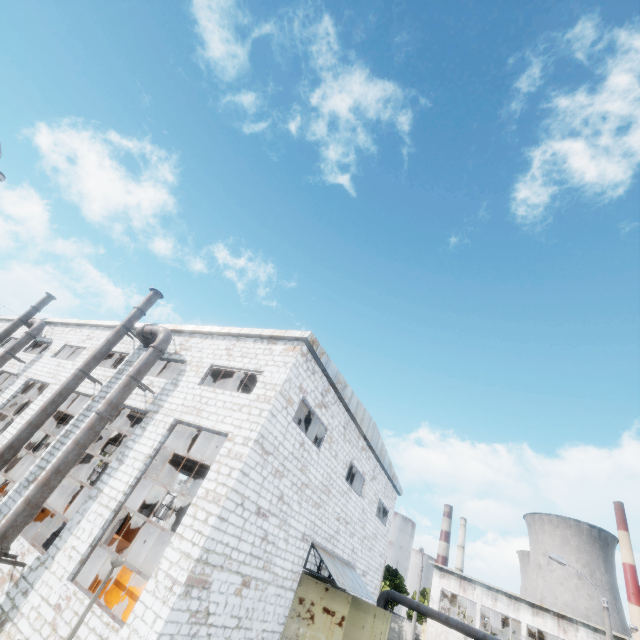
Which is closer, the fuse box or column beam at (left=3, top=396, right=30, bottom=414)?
column beam at (left=3, top=396, right=30, bottom=414)

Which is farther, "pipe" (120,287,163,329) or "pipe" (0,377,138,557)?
"pipe" (120,287,163,329)

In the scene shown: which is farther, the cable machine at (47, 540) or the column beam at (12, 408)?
the column beam at (12, 408)

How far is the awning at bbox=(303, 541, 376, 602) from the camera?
12.67m

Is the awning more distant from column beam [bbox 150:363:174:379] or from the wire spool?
the wire spool

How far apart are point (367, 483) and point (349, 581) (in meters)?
5.42

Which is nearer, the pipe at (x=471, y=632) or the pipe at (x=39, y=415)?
the pipe at (x=39, y=415)

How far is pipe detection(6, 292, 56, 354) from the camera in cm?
2021
